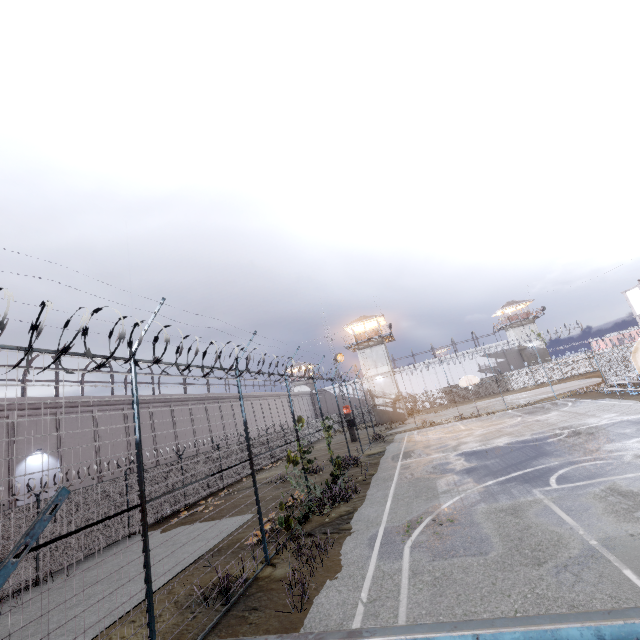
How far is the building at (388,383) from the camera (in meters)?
43.69

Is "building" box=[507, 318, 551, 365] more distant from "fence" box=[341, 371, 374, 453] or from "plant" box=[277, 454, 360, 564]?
"plant" box=[277, 454, 360, 564]

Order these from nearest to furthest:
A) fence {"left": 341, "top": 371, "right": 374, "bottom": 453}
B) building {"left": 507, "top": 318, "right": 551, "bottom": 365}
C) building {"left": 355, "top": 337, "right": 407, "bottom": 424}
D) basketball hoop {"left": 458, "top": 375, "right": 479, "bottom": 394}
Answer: fence {"left": 341, "top": 371, "right": 374, "bottom": 453} < basketball hoop {"left": 458, "top": 375, "right": 479, "bottom": 394} < building {"left": 355, "top": 337, "right": 407, "bottom": 424} < building {"left": 507, "top": 318, "right": 551, "bottom": 365}

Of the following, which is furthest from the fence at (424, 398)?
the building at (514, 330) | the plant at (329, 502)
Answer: the building at (514, 330)

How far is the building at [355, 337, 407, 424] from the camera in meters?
43.7

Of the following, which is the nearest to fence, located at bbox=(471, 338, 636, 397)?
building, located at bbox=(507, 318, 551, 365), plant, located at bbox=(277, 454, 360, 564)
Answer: plant, located at bbox=(277, 454, 360, 564)

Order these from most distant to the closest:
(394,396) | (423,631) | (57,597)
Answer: (394,396) → (57,597) → (423,631)

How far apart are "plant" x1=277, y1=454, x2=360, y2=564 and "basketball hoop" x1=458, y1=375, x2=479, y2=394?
19.7m
